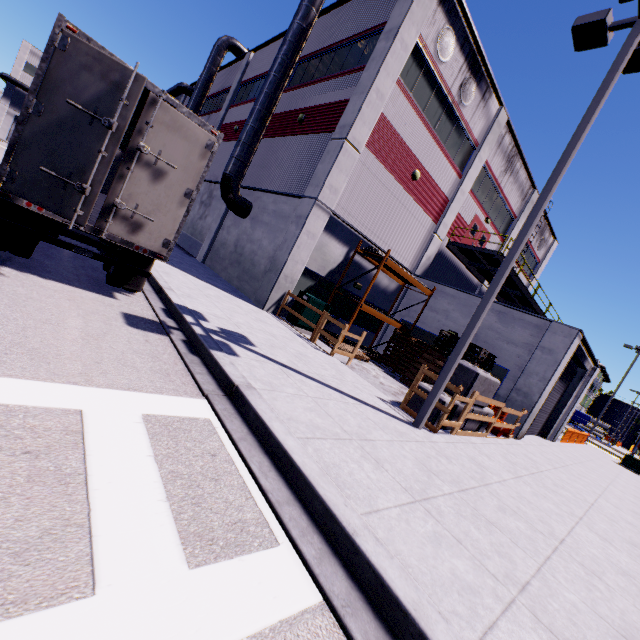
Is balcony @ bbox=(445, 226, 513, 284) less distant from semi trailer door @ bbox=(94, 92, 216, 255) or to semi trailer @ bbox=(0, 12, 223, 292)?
semi trailer @ bbox=(0, 12, 223, 292)

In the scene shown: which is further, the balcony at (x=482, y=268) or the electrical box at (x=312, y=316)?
the balcony at (x=482, y=268)

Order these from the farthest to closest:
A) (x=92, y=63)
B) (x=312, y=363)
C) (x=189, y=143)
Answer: (x=312, y=363), (x=189, y=143), (x=92, y=63)

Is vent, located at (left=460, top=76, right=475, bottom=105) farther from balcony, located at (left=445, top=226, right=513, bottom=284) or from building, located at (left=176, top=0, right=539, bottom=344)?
balcony, located at (left=445, top=226, right=513, bottom=284)

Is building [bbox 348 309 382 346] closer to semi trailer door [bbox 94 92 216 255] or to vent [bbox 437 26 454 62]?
vent [bbox 437 26 454 62]

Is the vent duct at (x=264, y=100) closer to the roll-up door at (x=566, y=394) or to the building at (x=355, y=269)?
the building at (x=355, y=269)

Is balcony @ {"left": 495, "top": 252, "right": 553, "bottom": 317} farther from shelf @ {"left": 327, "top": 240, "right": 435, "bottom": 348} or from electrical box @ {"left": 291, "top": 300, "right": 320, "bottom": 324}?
electrical box @ {"left": 291, "top": 300, "right": 320, "bottom": 324}

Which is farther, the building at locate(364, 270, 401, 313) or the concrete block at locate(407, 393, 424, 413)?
the building at locate(364, 270, 401, 313)
